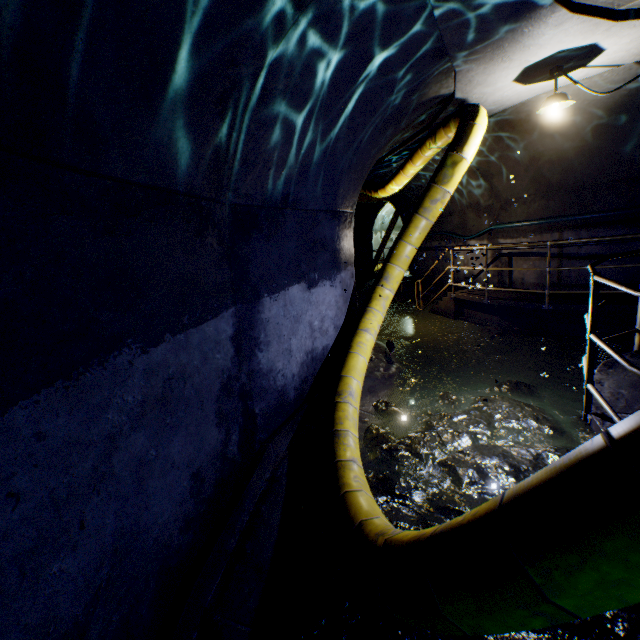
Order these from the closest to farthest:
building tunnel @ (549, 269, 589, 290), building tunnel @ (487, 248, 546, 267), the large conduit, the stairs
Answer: the large conduit → building tunnel @ (549, 269, 589, 290) → building tunnel @ (487, 248, 546, 267) → the stairs

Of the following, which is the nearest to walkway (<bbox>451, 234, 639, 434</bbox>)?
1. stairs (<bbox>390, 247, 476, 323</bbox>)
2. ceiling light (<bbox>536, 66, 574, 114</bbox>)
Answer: stairs (<bbox>390, 247, 476, 323</bbox>)

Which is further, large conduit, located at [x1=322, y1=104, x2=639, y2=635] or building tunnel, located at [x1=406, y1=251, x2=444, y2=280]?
building tunnel, located at [x1=406, y1=251, x2=444, y2=280]

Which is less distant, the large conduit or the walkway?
the large conduit

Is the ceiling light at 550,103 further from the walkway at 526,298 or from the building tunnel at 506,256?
the walkway at 526,298

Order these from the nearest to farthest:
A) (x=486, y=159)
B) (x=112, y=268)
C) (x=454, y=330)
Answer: (x=112, y=268) → (x=486, y=159) → (x=454, y=330)

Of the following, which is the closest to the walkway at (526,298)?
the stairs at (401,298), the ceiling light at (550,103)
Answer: the stairs at (401,298)

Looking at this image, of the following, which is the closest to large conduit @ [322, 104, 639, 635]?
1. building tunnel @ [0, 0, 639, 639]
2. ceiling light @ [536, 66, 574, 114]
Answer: building tunnel @ [0, 0, 639, 639]
